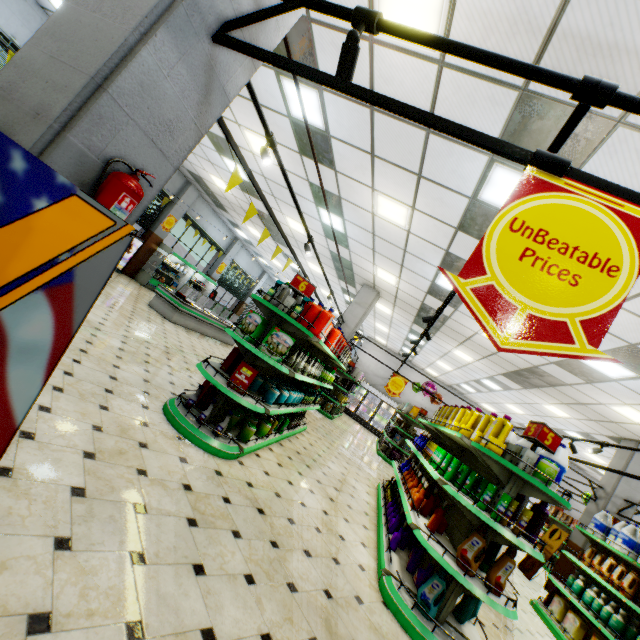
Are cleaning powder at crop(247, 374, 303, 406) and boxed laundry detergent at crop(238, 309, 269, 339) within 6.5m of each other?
yes

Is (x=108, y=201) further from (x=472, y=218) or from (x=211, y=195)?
(x=211, y=195)

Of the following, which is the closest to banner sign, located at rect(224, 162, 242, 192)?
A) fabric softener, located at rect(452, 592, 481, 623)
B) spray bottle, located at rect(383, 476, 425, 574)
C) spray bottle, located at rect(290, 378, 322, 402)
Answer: spray bottle, located at rect(290, 378, 322, 402)

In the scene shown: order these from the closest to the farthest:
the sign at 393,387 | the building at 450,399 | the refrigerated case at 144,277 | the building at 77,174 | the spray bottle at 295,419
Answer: the building at 77,174 → the spray bottle at 295,419 → the sign at 393,387 → the refrigerated case at 144,277 → the building at 450,399

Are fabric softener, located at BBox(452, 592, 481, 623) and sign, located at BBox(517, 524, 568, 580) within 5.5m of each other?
no

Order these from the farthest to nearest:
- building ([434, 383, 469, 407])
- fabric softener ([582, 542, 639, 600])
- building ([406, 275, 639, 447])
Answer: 1. building ([434, 383, 469, 407])
2. building ([406, 275, 639, 447])
3. fabric softener ([582, 542, 639, 600])

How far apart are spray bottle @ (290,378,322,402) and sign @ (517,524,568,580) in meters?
8.3 m

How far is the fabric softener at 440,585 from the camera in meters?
3.3 m
